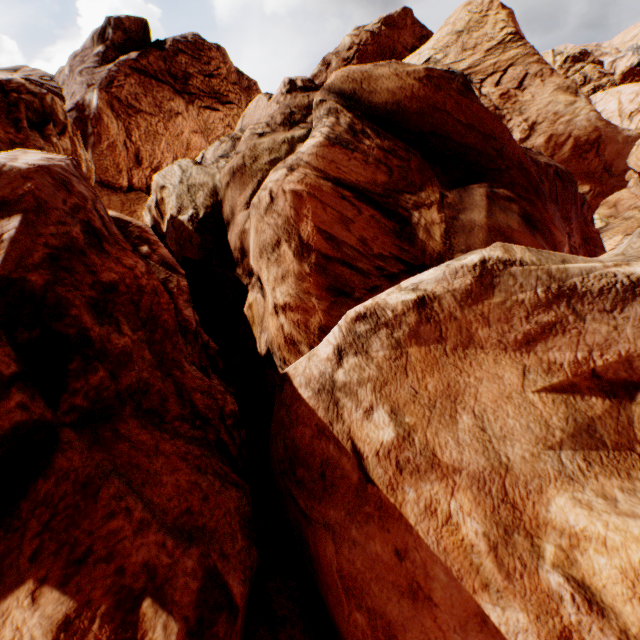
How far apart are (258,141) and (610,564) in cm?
1221
